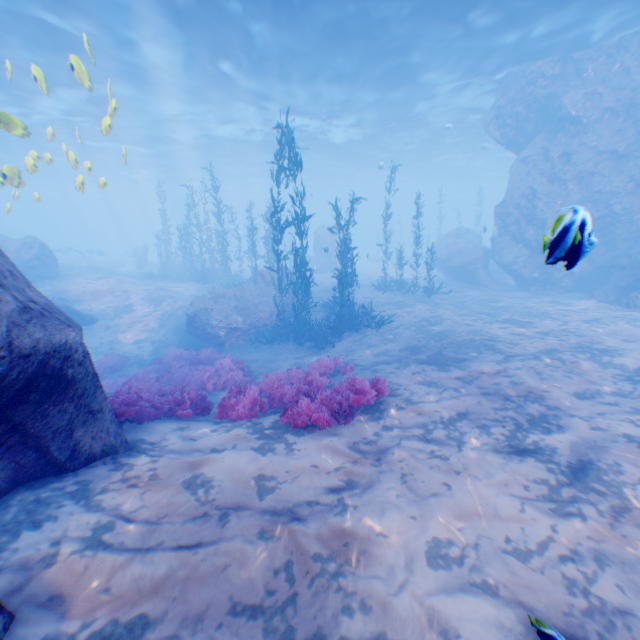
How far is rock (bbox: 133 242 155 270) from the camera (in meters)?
32.53

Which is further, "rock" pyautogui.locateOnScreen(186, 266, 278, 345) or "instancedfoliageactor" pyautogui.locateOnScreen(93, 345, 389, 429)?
"rock" pyautogui.locateOnScreen(186, 266, 278, 345)

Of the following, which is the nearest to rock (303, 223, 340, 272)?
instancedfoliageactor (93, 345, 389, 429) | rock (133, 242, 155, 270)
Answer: instancedfoliageactor (93, 345, 389, 429)

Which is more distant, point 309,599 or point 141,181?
point 141,181

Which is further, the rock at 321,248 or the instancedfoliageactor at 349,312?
the rock at 321,248

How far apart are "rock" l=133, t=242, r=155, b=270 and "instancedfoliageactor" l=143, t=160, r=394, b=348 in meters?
18.5 m

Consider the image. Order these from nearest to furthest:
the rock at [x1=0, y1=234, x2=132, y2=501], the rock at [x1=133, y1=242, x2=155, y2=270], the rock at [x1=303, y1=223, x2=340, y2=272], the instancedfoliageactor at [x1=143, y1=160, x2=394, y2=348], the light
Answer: the rock at [x1=0, y1=234, x2=132, y2=501] → the instancedfoliageactor at [x1=143, y1=160, x2=394, y2=348] → the light → the rock at [x1=303, y1=223, x2=340, y2=272] → the rock at [x1=133, y1=242, x2=155, y2=270]

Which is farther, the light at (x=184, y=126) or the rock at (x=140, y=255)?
the rock at (x=140, y=255)
